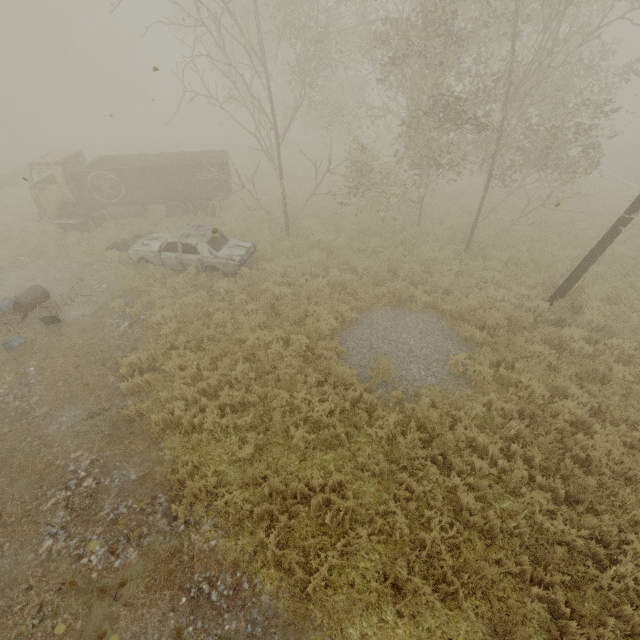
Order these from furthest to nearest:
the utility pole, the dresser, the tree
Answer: the dresser < the tree < the utility pole

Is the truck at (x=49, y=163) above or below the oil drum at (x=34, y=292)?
above

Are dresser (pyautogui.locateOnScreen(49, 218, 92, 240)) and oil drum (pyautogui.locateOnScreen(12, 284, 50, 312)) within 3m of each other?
no

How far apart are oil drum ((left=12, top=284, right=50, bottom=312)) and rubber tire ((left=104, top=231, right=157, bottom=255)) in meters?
3.0

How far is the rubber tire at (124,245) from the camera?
12.5 meters

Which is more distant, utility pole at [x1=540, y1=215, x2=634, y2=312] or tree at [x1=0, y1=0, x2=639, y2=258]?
tree at [x1=0, y1=0, x2=639, y2=258]

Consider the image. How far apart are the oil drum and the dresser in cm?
449

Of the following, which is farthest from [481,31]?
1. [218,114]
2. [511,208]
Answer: [218,114]
